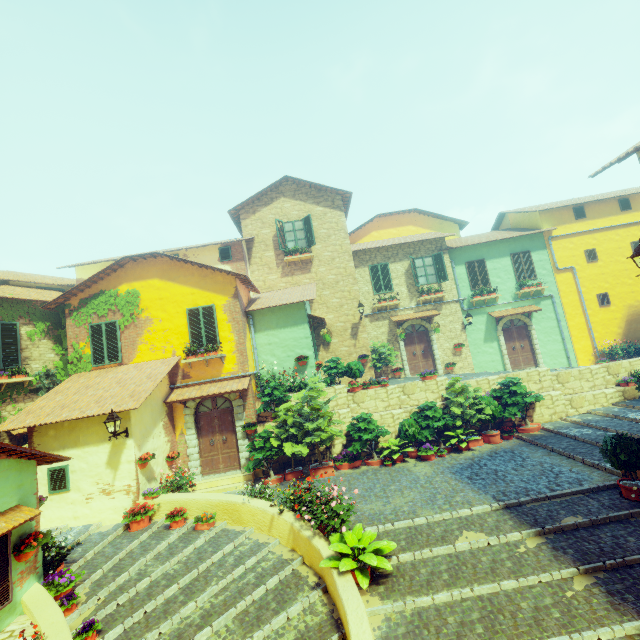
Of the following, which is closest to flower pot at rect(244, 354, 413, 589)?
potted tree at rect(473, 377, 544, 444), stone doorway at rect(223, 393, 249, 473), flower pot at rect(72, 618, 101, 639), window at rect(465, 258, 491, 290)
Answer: stone doorway at rect(223, 393, 249, 473)

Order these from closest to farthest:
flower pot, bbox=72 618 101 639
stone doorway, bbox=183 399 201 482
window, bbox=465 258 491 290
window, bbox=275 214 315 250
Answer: flower pot, bbox=72 618 101 639 < stone doorway, bbox=183 399 201 482 < window, bbox=275 214 315 250 < window, bbox=465 258 491 290

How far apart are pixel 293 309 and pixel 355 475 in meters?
6.9

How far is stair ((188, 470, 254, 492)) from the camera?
11.1 meters

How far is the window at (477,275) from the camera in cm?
1792

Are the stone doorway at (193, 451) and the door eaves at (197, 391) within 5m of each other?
yes

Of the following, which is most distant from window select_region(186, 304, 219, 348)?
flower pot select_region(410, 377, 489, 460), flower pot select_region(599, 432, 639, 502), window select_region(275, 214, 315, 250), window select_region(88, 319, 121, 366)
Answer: flower pot select_region(599, 432, 639, 502)

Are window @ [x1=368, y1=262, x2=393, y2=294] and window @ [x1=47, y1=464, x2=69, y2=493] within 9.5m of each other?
no
